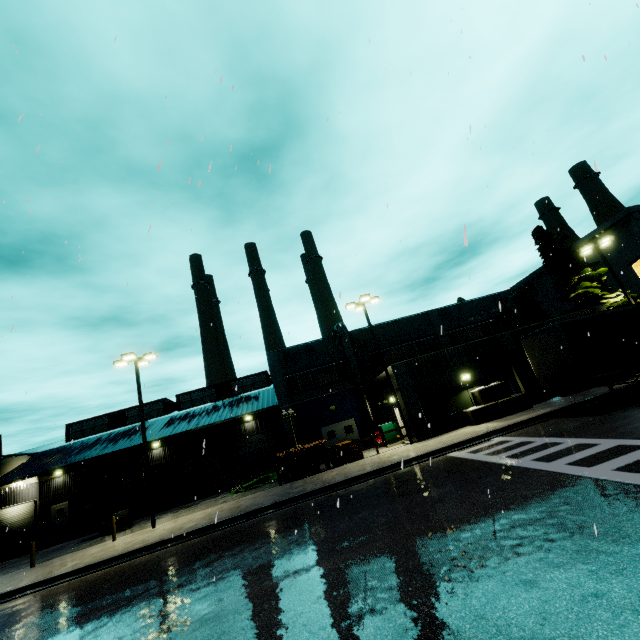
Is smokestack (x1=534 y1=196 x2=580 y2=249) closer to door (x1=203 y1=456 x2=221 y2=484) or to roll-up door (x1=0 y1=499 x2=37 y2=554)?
roll-up door (x1=0 y1=499 x2=37 y2=554)

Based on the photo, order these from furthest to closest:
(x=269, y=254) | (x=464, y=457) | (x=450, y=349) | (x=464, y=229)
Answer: (x=450, y=349)
(x=464, y=457)
(x=269, y=254)
(x=464, y=229)

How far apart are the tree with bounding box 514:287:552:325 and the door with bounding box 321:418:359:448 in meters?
36.4 m

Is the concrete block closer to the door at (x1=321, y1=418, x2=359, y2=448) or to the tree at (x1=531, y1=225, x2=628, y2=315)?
the tree at (x1=531, y1=225, x2=628, y2=315)

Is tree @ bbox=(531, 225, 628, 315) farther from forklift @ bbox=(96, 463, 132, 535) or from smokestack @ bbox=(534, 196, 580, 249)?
forklift @ bbox=(96, 463, 132, 535)

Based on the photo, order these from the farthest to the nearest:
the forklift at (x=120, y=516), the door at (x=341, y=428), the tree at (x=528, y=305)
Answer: the tree at (x=528, y=305) → the door at (x=341, y=428) → the forklift at (x=120, y=516)

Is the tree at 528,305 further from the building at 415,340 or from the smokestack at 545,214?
the smokestack at 545,214

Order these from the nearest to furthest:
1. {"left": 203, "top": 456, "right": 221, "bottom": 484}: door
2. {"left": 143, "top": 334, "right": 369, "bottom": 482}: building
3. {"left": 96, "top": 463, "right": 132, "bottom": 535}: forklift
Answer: {"left": 96, "top": 463, "right": 132, "bottom": 535}: forklift < {"left": 143, "top": 334, "right": 369, "bottom": 482}: building < {"left": 203, "top": 456, "right": 221, "bottom": 484}: door
